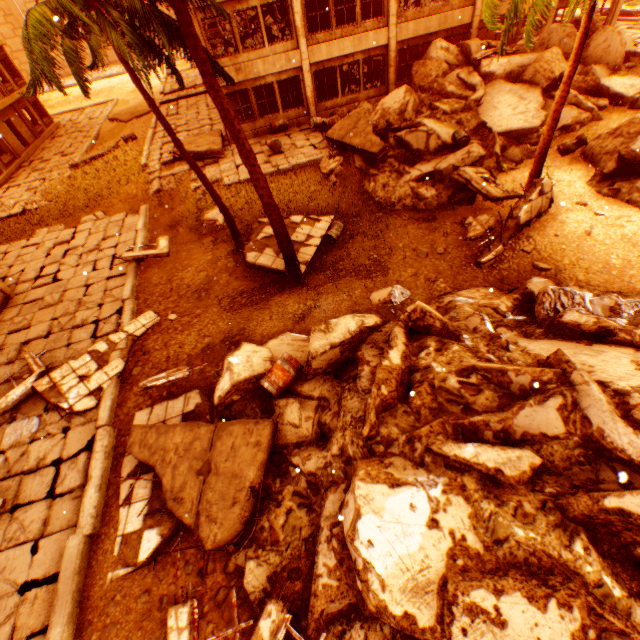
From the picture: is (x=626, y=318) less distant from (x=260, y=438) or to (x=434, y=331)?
(x=434, y=331)

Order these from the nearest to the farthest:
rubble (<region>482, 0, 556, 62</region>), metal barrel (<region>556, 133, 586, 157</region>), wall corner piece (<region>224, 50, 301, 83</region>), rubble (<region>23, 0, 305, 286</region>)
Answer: rubble (<region>23, 0, 305, 286</region>) → rubble (<region>482, 0, 556, 62</region>) → metal barrel (<region>556, 133, 586, 157</region>) → wall corner piece (<region>224, 50, 301, 83</region>)

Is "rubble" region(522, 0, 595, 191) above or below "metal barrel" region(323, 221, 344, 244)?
above

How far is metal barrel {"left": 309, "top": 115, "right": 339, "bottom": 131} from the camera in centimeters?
1759cm

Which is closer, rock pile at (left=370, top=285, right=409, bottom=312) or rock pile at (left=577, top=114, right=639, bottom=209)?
rock pile at (left=370, top=285, right=409, bottom=312)

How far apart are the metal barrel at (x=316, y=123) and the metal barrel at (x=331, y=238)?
7.73m

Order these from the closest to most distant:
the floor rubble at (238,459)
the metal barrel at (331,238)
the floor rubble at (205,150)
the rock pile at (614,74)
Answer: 1. the floor rubble at (238,459)
2. the metal barrel at (331,238)
3. the rock pile at (614,74)
4. the floor rubble at (205,150)

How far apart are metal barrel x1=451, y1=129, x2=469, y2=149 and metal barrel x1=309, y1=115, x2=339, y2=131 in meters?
6.6
